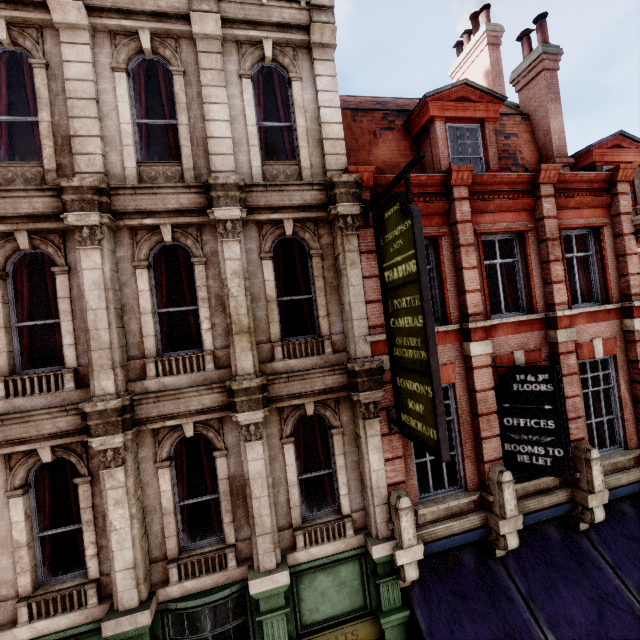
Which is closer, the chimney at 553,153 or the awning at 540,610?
the awning at 540,610

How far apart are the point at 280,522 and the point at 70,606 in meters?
4.0

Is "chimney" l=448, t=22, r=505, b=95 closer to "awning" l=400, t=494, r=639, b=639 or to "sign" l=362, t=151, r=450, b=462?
"sign" l=362, t=151, r=450, b=462

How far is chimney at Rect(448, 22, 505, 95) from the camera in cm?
1215

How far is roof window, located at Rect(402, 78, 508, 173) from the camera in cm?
872

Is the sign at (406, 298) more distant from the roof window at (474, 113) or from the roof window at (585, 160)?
the roof window at (585, 160)

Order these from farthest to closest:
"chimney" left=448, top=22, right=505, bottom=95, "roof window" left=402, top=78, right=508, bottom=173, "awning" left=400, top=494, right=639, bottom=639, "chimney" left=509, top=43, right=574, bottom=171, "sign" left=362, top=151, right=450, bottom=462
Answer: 1. "chimney" left=448, top=22, right=505, bottom=95
2. "chimney" left=509, top=43, right=574, bottom=171
3. "roof window" left=402, top=78, right=508, bottom=173
4. "awning" left=400, top=494, right=639, bottom=639
5. "sign" left=362, top=151, right=450, bottom=462

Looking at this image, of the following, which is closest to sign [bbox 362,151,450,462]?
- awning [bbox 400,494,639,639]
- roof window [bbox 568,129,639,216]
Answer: awning [bbox 400,494,639,639]
